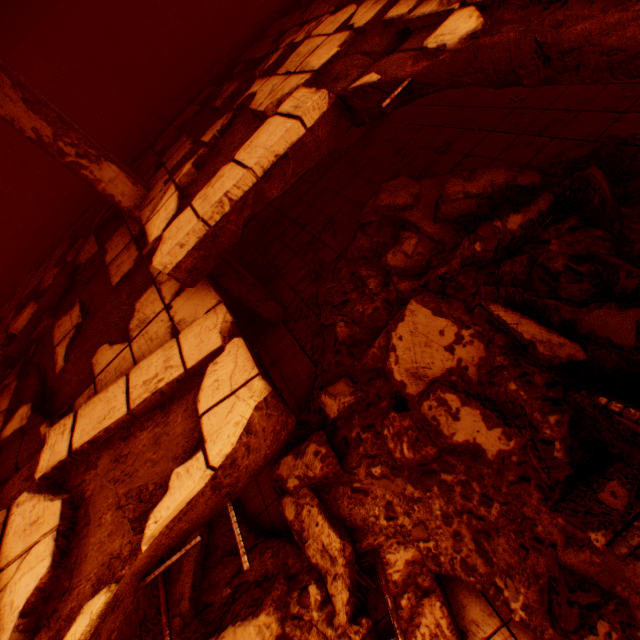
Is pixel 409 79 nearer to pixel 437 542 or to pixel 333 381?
pixel 333 381

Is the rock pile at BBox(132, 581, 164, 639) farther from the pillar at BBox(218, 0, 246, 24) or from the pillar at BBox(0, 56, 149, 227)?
the pillar at BBox(218, 0, 246, 24)

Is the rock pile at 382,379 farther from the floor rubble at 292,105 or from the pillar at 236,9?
the pillar at 236,9

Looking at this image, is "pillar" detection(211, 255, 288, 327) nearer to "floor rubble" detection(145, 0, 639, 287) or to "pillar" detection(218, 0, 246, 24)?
"floor rubble" detection(145, 0, 639, 287)

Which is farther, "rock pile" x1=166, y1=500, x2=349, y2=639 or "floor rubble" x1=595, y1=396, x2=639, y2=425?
"rock pile" x1=166, y1=500, x2=349, y2=639

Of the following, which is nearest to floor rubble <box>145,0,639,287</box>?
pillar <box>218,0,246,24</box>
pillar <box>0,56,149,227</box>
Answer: pillar <box>0,56,149,227</box>
